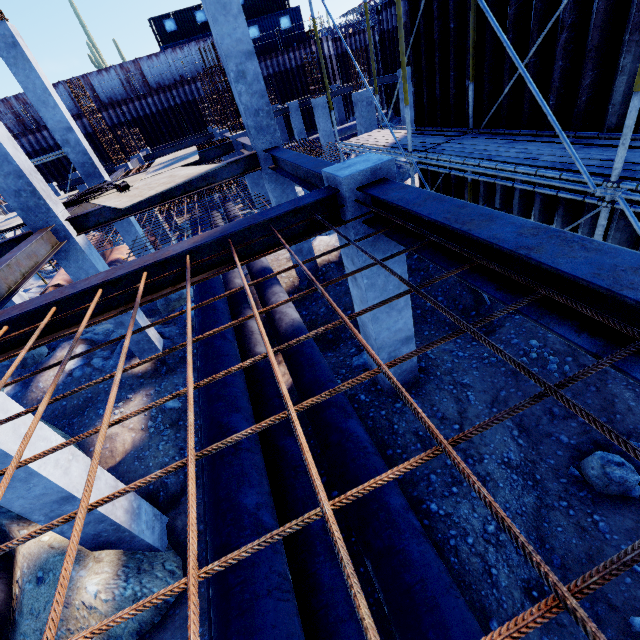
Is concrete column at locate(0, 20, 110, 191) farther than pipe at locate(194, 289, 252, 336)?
Yes

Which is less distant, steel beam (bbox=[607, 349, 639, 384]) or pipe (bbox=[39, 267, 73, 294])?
steel beam (bbox=[607, 349, 639, 384])

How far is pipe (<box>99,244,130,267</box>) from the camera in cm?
1524

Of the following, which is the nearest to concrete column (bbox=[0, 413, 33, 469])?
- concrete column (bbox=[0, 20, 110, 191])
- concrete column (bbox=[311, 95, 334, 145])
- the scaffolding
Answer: the scaffolding

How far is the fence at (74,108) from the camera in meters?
24.6

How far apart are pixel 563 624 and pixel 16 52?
15.6m

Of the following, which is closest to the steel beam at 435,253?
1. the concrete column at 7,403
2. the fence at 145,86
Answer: the concrete column at 7,403

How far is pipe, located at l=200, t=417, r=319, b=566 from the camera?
2.9 meters
